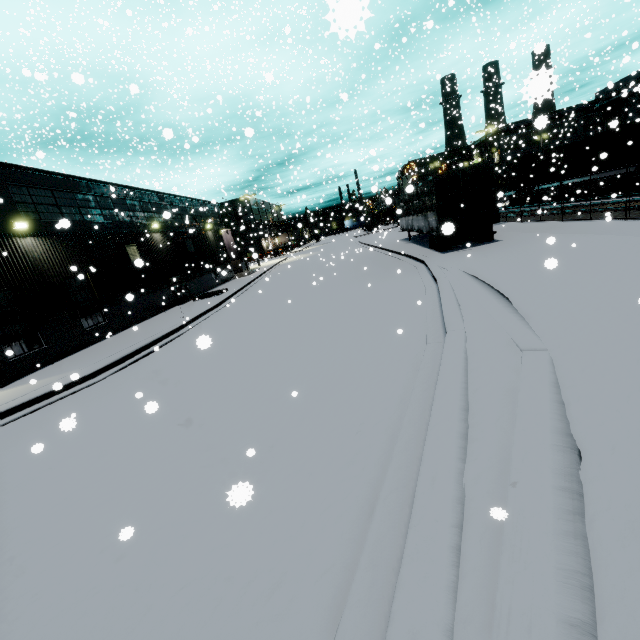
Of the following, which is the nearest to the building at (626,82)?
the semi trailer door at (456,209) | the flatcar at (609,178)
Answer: the flatcar at (609,178)

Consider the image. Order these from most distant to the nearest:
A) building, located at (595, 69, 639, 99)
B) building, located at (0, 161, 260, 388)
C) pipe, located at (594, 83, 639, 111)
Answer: pipe, located at (594, 83, 639, 111)
building, located at (595, 69, 639, 99)
building, located at (0, 161, 260, 388)

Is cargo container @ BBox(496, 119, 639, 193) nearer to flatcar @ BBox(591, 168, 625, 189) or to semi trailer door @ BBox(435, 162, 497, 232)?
flatcar @ BBox(591, 168, 625, 189)

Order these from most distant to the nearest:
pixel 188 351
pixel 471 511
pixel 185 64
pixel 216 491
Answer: pixel 185 64 < pixel 188 351 < pixel 216 491 < pixel 471 511

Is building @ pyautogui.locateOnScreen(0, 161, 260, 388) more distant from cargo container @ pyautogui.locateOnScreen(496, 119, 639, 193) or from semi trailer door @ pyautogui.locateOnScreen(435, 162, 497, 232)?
semi trailer door @ pyautogui.locateOnScreen(435, 162, 497, 232)

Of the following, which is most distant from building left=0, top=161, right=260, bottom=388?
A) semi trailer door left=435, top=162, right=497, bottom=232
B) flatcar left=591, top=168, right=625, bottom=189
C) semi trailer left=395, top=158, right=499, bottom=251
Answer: semi trailer door left=435, top=162, right=497, bottom=232

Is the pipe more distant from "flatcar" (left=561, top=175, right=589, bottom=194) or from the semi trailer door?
the semi trailer door

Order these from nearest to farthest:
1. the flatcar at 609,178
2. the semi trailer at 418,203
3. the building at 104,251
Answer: the building at 104,251 < the semi trailer at 418,203 < the flatcar at 609,178
